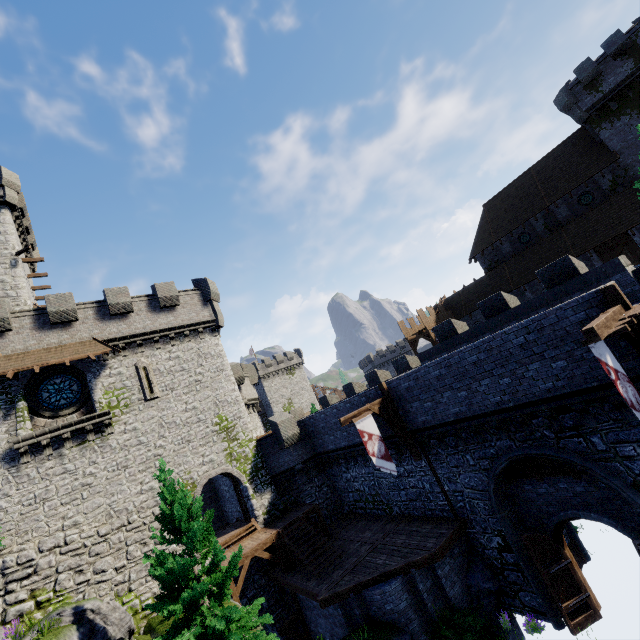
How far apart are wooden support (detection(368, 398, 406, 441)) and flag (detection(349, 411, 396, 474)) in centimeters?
36cm

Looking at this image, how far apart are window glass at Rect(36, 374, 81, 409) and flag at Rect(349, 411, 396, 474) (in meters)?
16.06

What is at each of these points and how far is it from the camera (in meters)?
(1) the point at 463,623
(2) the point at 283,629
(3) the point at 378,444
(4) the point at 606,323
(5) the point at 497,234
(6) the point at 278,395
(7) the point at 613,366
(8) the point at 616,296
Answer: (1) bush, 11.88
(2) wooden support, 16.23
(3) flag, 14.37
(4) wooden beam, 7.41
(5) building, 36.94
(6) building, 59.75
(7) flag, 7.53
(8) wooden post, 8.89

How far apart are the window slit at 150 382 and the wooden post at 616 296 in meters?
22.1 m

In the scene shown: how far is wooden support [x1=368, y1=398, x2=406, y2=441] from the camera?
15.56m

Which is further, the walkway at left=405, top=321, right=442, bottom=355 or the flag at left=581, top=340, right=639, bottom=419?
the walkway at left=405, top=321, right=442, bottom=355

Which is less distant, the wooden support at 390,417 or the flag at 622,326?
the flag at 622,326

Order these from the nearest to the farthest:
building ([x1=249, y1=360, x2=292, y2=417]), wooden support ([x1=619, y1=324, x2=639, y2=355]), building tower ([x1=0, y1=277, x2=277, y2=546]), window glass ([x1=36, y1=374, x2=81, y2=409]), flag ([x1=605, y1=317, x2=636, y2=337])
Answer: flag ([x1=605, y1=317, x2=636, y2=337])
wooden support ([x1=619, y1=324, x2=639, y2=355])
building tower ([x1=0, y1=277, x2=277, y2=546])
window glass ([x1=36, y1=374, x2=81, y2=409])
building ([x1=249, y1=360, x2=292, y2=417])
